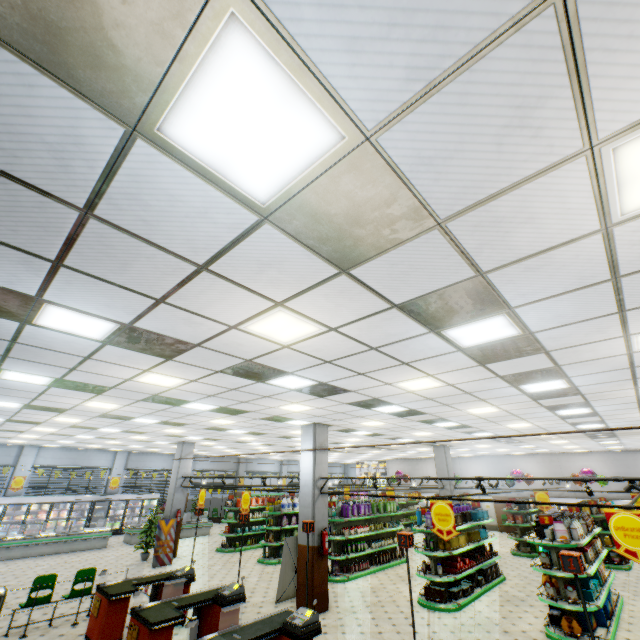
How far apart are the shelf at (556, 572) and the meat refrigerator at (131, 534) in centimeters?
1883cm

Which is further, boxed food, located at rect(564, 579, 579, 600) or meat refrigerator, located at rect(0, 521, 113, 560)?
meat refrigerator, located at rect(0, 521, 113, 560)

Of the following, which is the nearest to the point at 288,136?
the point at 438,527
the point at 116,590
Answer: the point at 438,527

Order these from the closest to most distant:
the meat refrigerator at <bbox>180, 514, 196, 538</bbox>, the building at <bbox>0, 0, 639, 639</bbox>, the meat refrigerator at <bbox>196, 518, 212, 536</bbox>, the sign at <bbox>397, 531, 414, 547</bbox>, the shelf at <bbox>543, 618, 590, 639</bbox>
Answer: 1. the building at <bbox>0, 0, 639, 639</bbox>
2. the sign at <bbox>397, 531, 414, 547</bbox>
3. the shelf at <bbox>543, 618, 590, 639</bbox>
4. the meat refrigerator at <bbox>180, 514, 196, 538</bbox>
5. the meat refrigerator at <bbox>196, 518, 212, 536</bbox>

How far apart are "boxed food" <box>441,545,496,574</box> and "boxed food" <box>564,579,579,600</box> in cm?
289

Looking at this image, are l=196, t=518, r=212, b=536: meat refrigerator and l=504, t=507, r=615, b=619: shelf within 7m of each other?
no

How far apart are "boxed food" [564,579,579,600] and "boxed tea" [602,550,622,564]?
9.4m

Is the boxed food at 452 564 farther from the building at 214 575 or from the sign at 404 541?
the sign at 404 541
